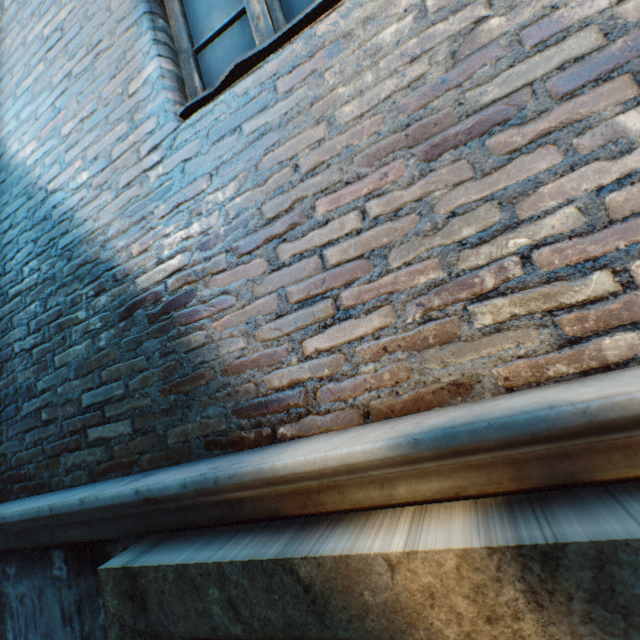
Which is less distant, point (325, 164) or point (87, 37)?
point (325, 164)
